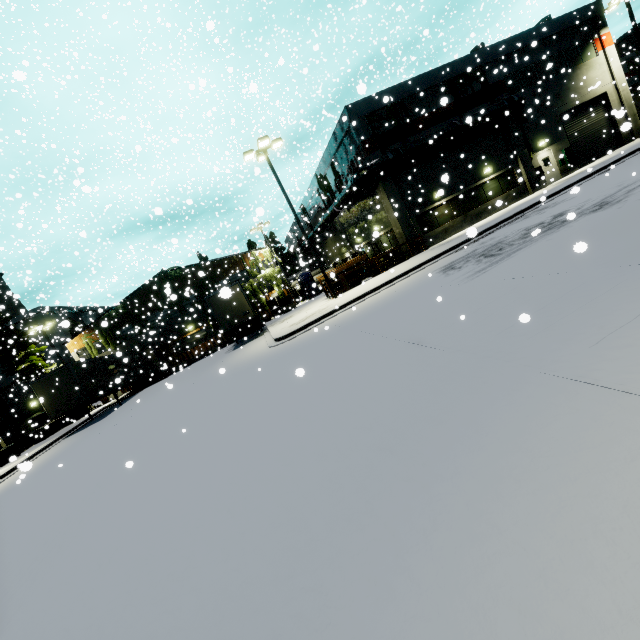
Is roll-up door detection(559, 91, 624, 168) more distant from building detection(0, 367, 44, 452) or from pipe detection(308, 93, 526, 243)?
pipe detection(308, 93, 526, 243)

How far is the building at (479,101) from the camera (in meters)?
23.23

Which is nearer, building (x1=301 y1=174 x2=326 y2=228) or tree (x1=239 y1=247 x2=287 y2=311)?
→ building (x1=301 y1=174 x2=326 y2=228)

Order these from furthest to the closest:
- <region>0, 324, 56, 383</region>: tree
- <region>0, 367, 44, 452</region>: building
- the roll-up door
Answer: <region>0, 324, 56, 383</region>: tree → the roll-up door → <region>0, 367, 44, 452</region>: building

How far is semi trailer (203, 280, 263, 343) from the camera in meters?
22.3

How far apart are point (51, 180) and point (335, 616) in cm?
4890

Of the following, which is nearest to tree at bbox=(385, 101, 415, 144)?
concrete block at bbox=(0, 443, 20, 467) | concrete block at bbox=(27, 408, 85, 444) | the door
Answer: the door

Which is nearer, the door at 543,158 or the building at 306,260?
the building at 306,260
